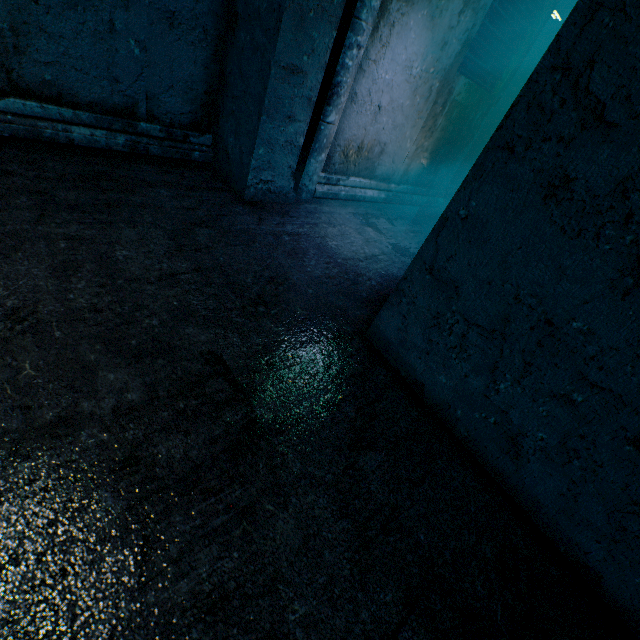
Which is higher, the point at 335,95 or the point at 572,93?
the point at 572,93
